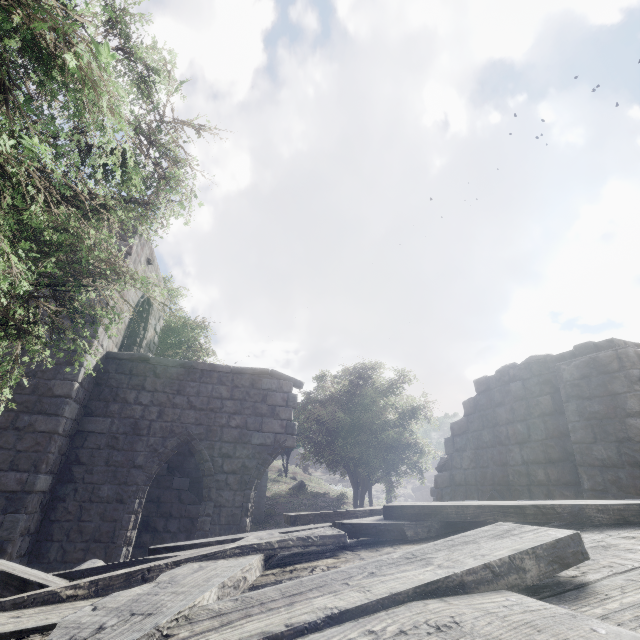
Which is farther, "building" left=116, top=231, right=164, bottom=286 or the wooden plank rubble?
"building" left=116, top=231, right=164, bottom=286

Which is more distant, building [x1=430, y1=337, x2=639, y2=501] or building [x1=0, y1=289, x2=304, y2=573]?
building [x1=0, y1=289, x2=304, y2=573]

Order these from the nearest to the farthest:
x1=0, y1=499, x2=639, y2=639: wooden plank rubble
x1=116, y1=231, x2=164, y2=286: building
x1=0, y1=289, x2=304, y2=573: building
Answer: x1=0, y1=499, x2=639, y2=639: wooden plank rubble
x1=0, y1=289, x2=304, y2=573: building
x1=116, y1=231, x2=164, y2=286: building

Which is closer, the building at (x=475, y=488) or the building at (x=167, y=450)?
the building at (x=475, y=488)

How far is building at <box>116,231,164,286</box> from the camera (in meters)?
10.13

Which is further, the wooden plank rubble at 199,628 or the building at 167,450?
the building at 167,450

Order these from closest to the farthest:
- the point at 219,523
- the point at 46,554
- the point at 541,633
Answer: the point at 541,633 < the point at 46,554 < the point at 219,523
